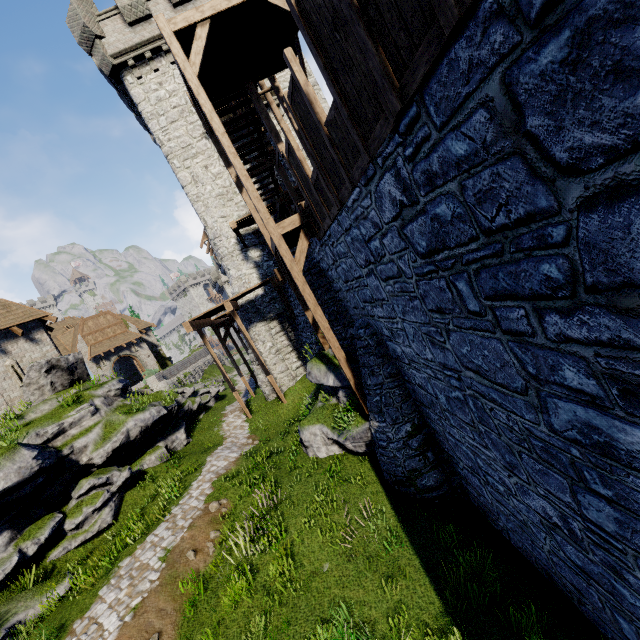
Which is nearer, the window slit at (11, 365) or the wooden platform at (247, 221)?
the wooden platform at (247, 221)

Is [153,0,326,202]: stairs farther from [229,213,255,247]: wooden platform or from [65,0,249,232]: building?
[65,0,249,232]: building

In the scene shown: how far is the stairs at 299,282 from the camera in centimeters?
886cm

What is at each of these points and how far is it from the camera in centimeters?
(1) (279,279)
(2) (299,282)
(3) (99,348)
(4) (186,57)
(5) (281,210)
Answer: (1) walkway, 1271cm
(2) stairs, 899cm
(3) awning, 3512cm
(4) stairs, 836cm
(5) wooden platform, 1736cm

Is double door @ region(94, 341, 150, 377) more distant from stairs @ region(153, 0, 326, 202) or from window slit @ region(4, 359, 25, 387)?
stairs @ region(153, 0, 326, 202)

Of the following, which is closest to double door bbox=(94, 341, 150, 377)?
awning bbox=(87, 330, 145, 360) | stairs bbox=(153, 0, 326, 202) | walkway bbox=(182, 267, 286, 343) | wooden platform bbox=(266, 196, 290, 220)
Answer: awning bbox=(87, 330, 145, 360)

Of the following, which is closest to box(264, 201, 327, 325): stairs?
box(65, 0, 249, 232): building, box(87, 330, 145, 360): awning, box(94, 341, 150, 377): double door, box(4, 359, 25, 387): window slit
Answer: box(65, 0, 249, 232): building

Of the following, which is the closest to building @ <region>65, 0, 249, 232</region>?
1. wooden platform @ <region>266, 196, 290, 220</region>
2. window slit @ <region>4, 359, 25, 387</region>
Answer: wooden platform @ <region>266, 196, 290, 220</region>
